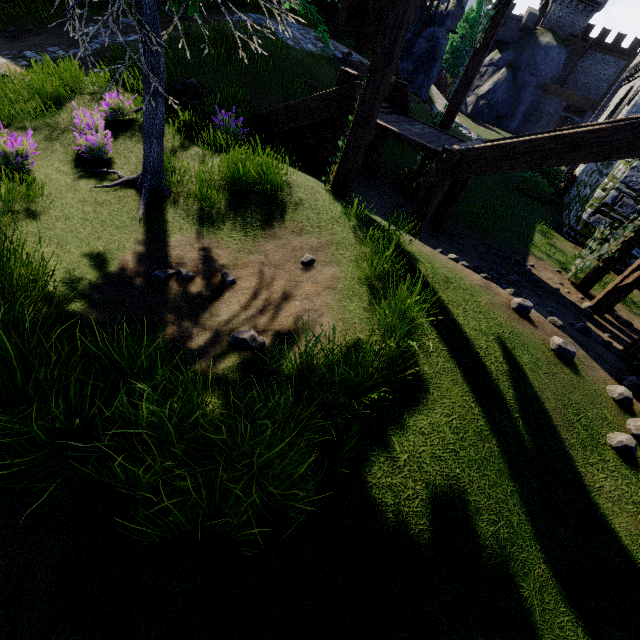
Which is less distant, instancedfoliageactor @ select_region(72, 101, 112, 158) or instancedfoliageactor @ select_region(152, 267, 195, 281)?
instancedfoliageactor @ select_region(152, 267, 195, 281)

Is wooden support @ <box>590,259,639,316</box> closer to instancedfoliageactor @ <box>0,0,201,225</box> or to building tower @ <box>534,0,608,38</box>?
instancedfoliageactor @ <box>0,0,201,225</box>

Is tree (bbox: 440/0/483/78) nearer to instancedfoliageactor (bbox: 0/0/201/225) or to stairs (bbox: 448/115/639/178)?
stairs (bbox: 448/115/639/178)

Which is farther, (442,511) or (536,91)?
(536,91)

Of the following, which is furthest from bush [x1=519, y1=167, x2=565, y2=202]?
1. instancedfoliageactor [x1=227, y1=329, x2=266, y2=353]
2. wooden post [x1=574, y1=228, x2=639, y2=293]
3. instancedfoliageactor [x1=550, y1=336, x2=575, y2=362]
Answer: instancedfoliageactor [x1=227, y1=329, x2=266, y2=353]

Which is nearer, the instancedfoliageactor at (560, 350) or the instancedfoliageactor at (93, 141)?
the instancedfoliageactor at (560, 350)

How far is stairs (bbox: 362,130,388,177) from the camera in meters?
9.6

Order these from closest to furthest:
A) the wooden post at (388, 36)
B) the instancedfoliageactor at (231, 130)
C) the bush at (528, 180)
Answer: the wooden post at (388, 36) < the instancedfoliageactor at (231, 130) < the bush at (528, 180)
